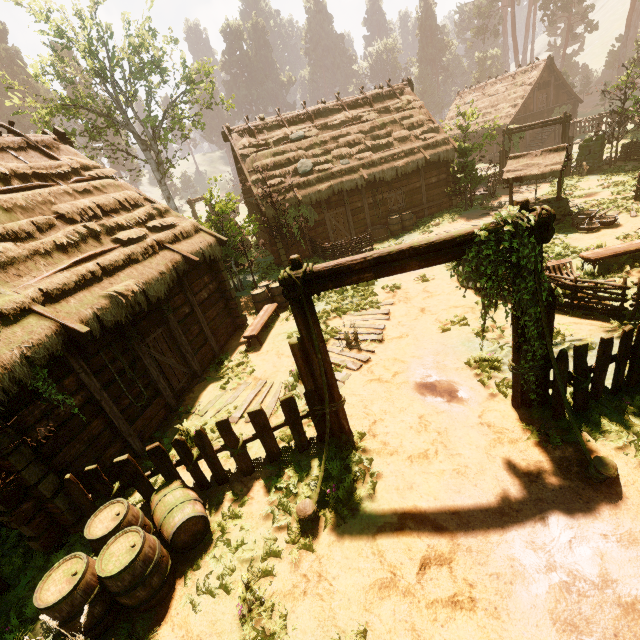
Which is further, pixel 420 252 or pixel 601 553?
pixel 420 252

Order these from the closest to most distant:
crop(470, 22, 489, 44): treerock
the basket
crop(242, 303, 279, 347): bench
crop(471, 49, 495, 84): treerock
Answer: crop(242, 303, 279, 347): bench < the basket < crop(470, 22, 489, 44): treerock < crop(471, 49, 495, 84): treerock

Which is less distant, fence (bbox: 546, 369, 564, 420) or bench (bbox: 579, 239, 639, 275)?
fence (bbox: 546, 369, 564, 420)

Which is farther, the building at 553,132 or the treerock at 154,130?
the building at 553,132

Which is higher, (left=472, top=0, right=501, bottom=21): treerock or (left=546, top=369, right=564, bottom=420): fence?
(left=472, top=0, right=501, bottom=21): treerock

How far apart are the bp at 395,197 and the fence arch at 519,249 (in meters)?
15.87

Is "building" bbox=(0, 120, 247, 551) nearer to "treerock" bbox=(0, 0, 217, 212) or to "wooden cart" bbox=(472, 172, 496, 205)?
"treerock" bbox=(0, 0, 217, 212)

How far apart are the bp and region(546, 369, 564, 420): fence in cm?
1574
